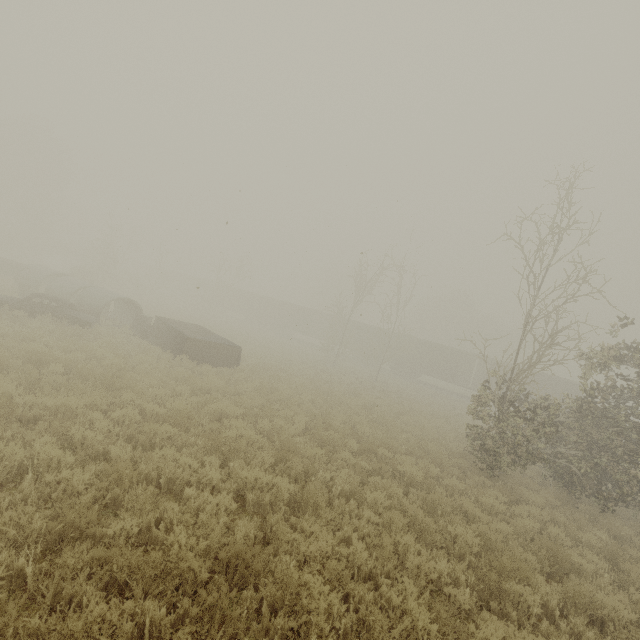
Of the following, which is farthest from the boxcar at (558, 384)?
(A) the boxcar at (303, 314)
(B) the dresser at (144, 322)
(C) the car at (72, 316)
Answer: (C) the car at (72, 316)

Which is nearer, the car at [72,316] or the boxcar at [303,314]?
the car at [72,316]

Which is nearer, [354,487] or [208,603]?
[208,603]

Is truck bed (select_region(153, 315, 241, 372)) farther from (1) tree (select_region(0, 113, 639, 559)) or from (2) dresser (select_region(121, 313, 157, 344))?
(1) tree (select_region(0, 113, 639, 559))

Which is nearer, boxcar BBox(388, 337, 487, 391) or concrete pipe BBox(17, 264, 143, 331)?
concrete pipe BBox(17, 264, 143, 331)

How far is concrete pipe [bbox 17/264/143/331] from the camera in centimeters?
1839cm

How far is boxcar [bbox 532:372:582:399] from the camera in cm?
2995
